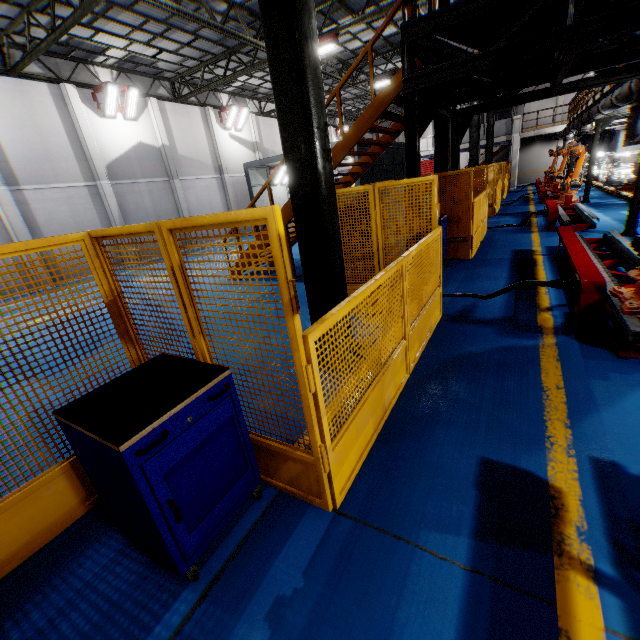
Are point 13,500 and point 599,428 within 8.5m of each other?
yes

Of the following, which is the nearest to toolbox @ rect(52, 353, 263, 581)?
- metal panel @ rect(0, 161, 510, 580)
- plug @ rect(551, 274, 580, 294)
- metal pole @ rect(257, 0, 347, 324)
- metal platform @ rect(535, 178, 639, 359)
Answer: metal panel @ rect(0, 161, 510, 580)

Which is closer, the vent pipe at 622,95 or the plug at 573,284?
the plug at 573,284

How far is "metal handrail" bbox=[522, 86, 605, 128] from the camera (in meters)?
14.61

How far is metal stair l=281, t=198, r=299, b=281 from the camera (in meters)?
8.33

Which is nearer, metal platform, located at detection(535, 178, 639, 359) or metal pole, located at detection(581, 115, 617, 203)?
metal platform, located at detection(535, 178, 639, 359)

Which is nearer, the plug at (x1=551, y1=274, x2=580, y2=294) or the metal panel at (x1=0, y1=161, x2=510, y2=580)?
the metal panel at (x1=0, y1=161, x2=510, y2=580)

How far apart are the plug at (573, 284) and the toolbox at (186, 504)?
4.9m
